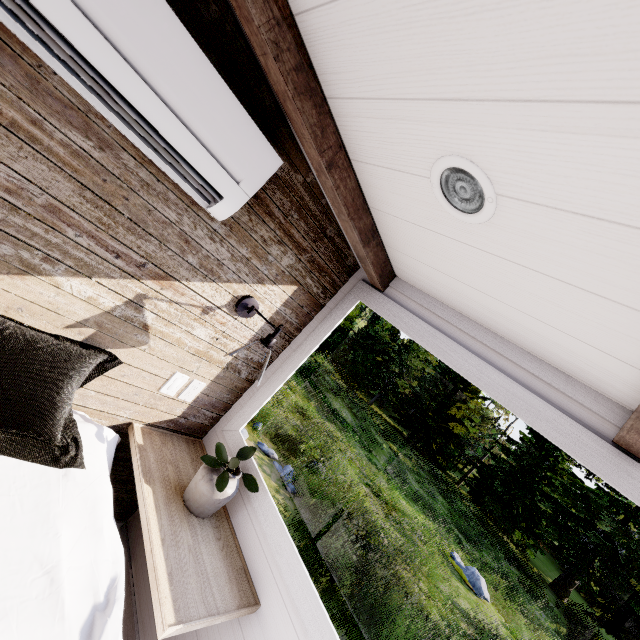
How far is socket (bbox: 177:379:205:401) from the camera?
1.65m

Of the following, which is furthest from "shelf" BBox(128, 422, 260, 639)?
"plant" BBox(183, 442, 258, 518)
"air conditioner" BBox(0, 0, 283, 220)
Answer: "air conditioner" BBox(0, 0, 283, 220)

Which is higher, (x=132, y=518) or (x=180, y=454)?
(x=180, y=454)

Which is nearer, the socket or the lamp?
the lamp

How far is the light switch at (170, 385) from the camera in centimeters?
157cm

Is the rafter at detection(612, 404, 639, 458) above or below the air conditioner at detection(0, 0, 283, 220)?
above

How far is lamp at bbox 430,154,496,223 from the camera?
0.79m

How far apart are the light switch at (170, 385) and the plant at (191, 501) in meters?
0.4
